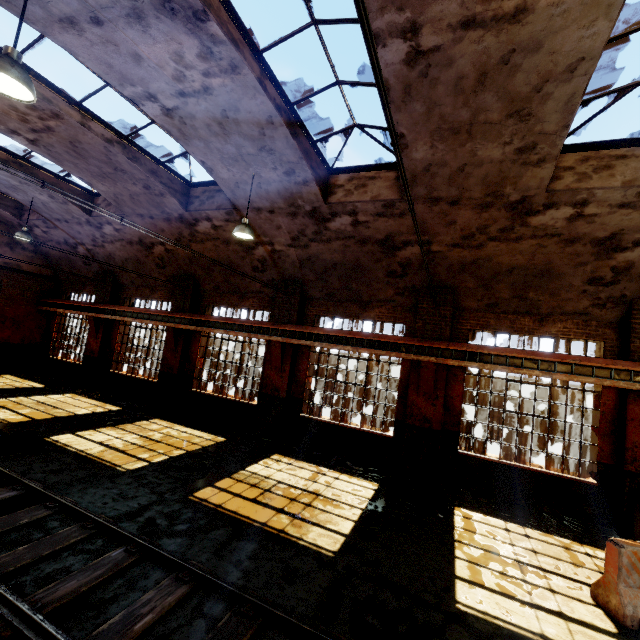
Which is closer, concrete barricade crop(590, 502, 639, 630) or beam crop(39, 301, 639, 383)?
concrete barricade crop(590, 502, 639, 630)

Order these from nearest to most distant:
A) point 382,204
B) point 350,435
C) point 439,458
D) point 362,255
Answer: point 382,204 < point 439,458 < point 362,255 < point 350,435

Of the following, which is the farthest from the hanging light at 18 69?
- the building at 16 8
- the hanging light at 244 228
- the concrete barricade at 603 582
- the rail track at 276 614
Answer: the concrete barricade at 603 582

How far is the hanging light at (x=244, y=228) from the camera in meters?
7.9 m

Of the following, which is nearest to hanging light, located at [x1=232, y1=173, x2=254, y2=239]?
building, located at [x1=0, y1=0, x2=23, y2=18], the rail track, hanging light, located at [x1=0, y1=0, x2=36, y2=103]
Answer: building, located at [x1=0, y1=0, x2=23, y2=18]

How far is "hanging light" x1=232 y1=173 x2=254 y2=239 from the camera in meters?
7.9

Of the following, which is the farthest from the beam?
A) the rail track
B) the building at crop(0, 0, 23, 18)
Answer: the rail track

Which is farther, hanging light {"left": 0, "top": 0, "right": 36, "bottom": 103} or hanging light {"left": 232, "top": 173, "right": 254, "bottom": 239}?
hanging light {"left": 232, "top": 173, "right": 254, "bottom": 239}
